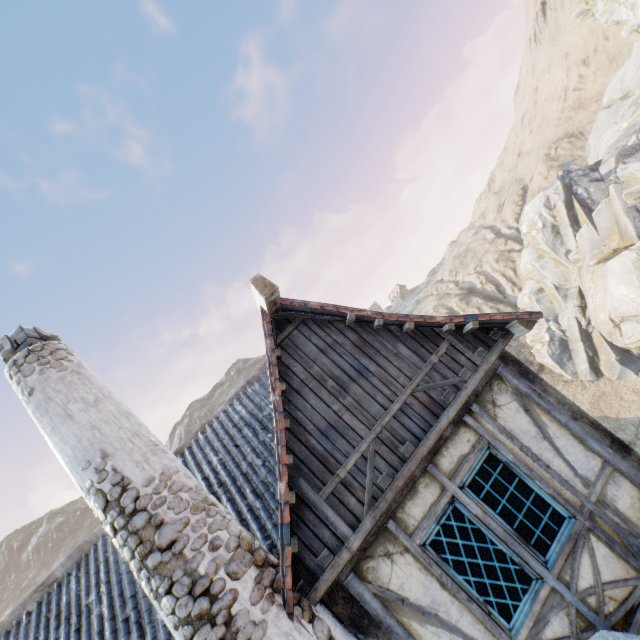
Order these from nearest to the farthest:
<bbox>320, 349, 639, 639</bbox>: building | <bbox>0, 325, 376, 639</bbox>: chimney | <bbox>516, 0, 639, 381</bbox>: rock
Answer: <bbox>0, 325, 376, 639</bbox>: chimney
<bbox>320, 349, 639, 639</bbox>: building
<bbox>516, 0, 639, 381</bbox>: rock

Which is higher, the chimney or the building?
the chimney

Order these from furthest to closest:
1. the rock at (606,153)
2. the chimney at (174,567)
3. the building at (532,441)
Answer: the rock at (606,153) → the building at (532,441) → the chimney at (174,567)

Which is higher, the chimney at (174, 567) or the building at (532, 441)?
the chimney at (174, 567)

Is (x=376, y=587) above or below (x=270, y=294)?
below

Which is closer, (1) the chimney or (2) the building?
(1) the chimney

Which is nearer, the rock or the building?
the building

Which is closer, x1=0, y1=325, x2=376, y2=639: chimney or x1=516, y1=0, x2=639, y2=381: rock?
x1=0, y1=325, x2=376, y2=639: chimney
